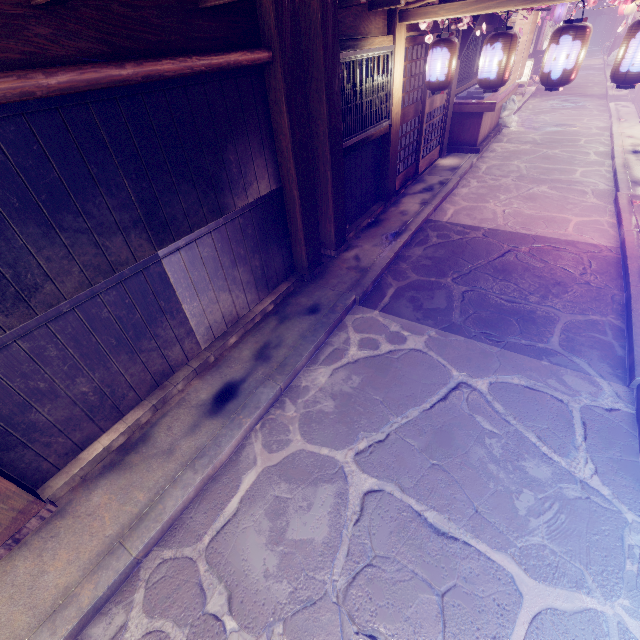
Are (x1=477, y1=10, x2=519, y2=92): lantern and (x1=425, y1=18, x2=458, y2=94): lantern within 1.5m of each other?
yes

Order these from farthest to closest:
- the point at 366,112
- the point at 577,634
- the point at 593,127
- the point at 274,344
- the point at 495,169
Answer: the point at 593,127
the point at 495,169
the point at 366,112
the point at 274,344
the point at 577,634

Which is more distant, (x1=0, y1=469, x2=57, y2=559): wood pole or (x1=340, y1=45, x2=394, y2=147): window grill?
(x1=340, y1=45, x2=394, y2=147): window grill

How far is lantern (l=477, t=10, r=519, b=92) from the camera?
8.3m

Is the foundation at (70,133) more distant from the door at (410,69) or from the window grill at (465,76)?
the window grill at (465,76)

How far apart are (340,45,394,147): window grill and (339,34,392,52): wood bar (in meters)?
0.06

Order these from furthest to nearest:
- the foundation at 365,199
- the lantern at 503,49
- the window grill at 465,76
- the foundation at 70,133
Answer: the window grill at 465,76 < the foundation at 365,199 < the lantern at 503,49 < the foundation at 70,133

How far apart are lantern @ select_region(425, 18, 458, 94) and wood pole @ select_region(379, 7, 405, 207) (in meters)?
0.99
